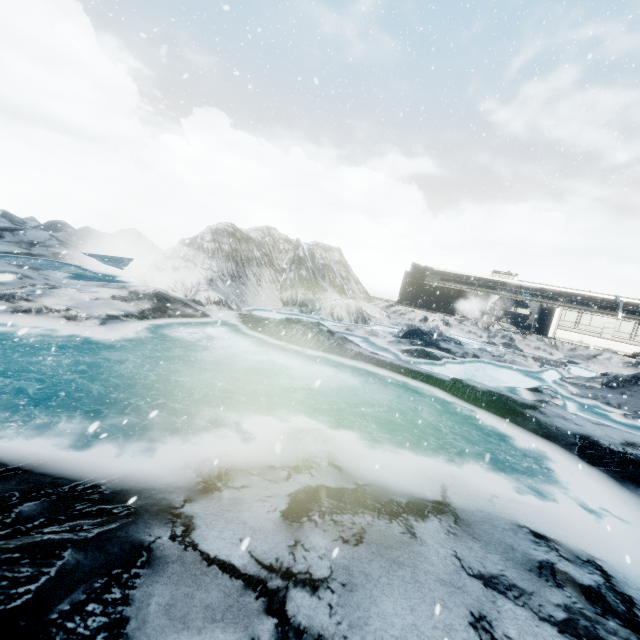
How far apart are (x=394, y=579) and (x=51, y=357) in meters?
9.2
